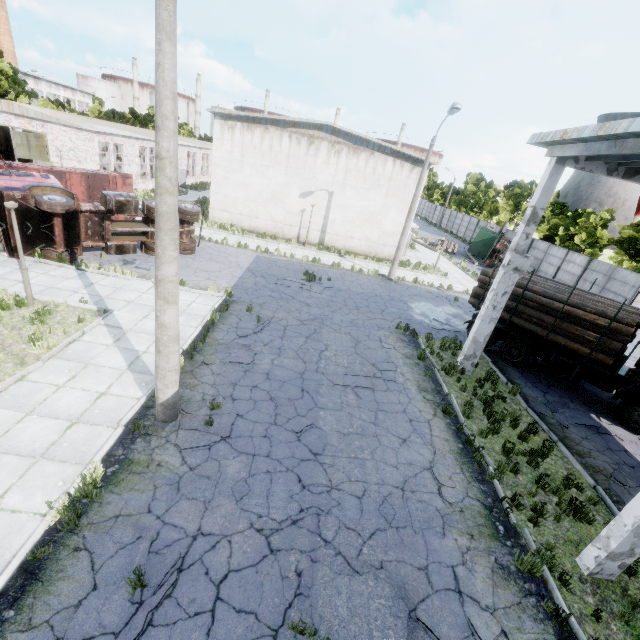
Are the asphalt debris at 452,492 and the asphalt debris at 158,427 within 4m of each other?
no

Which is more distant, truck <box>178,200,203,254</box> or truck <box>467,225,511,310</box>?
truck <box>178,200,203,254</box>

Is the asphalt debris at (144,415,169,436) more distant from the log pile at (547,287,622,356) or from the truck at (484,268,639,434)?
the log pile at (547,287,622,356)

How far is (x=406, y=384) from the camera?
11.2 meters

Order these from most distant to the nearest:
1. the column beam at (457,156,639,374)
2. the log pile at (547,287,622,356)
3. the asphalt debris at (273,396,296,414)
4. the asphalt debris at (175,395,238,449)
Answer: the log pile at (547,287,622,356)
the column beam at (457,156,639,374)
the asphalt debris at (273,396,296,414)
the asphalt debris at (175,395,238,449)

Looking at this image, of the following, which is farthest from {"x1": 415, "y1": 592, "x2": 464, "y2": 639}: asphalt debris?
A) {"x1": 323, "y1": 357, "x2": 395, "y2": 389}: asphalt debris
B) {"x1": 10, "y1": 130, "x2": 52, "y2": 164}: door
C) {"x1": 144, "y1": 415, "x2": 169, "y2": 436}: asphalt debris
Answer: {"x1": 10, "y1": 130, "x2": 52, "y2": 164}: door

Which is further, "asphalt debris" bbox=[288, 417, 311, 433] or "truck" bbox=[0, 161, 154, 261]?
"truck" bbox=[0, 161, 154, 261]

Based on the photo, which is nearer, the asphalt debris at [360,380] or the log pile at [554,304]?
the asphalt debris at [360,380]
